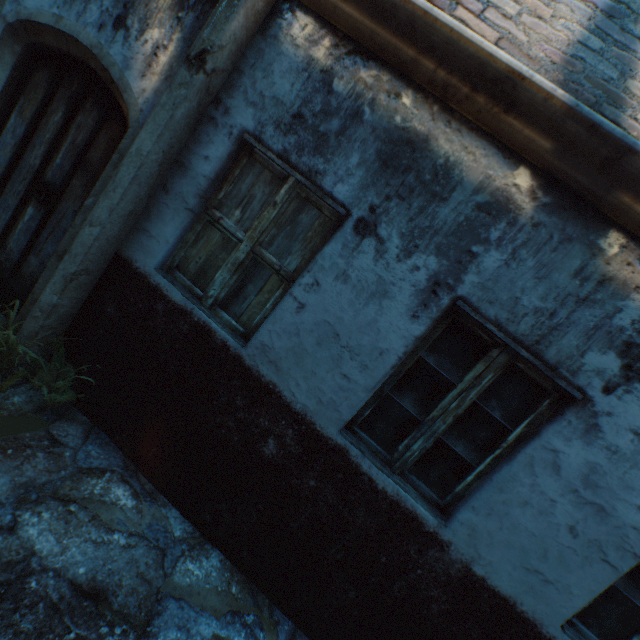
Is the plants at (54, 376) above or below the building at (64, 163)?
below

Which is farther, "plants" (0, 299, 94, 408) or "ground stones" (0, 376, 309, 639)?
"plants" (0, 299, 94, 408)

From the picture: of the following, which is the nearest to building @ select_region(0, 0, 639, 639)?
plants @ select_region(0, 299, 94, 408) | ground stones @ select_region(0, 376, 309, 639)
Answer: ground stones @ select_region(0, 376, 309, 639)

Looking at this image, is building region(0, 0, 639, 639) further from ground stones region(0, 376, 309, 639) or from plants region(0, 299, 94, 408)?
plants region(0, 299, 94, 408)

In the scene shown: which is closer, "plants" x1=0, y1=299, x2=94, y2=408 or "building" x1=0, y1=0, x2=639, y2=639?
"building" x1=0, y1=0, x2=639, y2=639

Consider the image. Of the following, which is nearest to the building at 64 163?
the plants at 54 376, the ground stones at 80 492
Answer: the ground stones at 80 492

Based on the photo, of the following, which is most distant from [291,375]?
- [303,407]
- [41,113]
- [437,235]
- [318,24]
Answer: [41,113]
